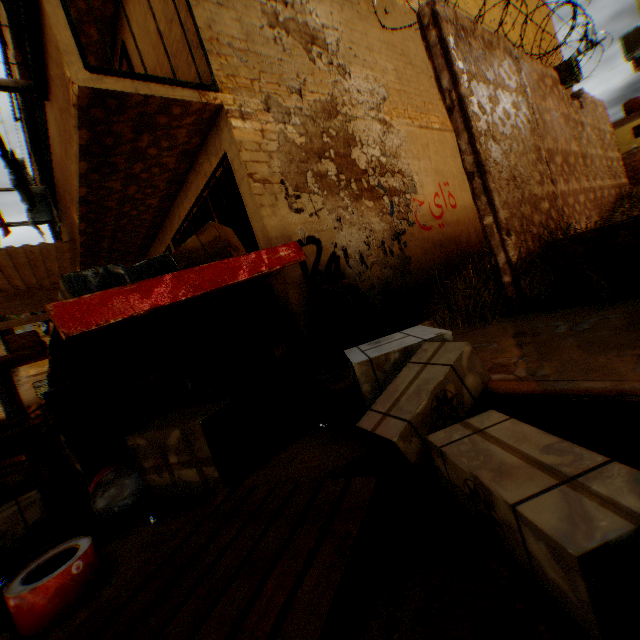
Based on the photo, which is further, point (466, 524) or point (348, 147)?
point (348, 147)

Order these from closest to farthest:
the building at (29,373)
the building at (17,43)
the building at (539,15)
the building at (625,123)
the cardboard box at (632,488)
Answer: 1. the cardboard box at (632,488)
2. the building at (17,43)
3. the building at (539,15)
4. the building at (29,373)
5. the building at (625,123)

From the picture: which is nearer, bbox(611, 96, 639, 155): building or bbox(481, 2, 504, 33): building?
bbox(481, 2, 504, 33): building

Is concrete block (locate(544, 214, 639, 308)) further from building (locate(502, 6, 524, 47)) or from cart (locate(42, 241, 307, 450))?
cart (locate(42, 241, 307, 450))

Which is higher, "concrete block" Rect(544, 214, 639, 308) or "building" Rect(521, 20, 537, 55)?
"building" Rect(521, 20, 537, 55)

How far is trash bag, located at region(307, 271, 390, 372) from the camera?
3.6m

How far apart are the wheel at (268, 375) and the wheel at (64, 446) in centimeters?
164cm

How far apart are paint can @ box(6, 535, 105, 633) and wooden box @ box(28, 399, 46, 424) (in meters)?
2.32
